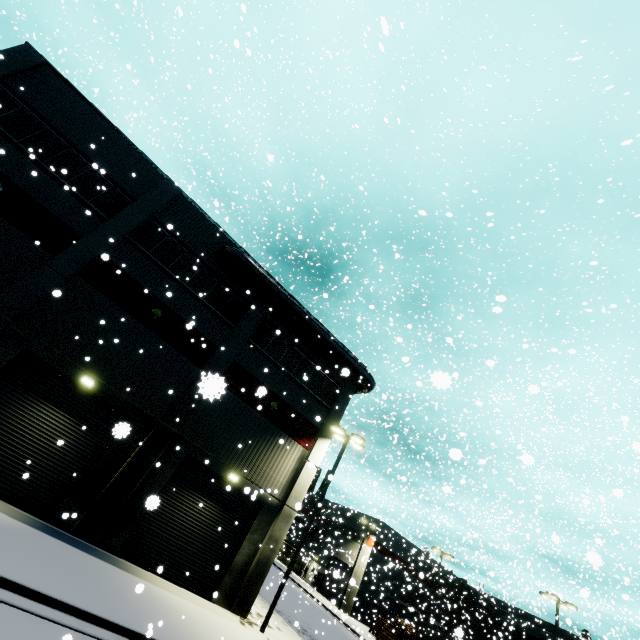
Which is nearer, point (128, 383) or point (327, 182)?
point (128, 383)

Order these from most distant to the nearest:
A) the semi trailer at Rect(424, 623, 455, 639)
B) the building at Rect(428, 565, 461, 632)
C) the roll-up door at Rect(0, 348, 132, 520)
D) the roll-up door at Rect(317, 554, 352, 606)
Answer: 1. the building at Rect(428, 565, 461, 632)
2. the semi trailer at Rect(424, 623, 455, 639)
3. the roll-up door at Rect(317, 554, 352, 606)
4. the roll-up door at Rect(0, 348, 132, 520)

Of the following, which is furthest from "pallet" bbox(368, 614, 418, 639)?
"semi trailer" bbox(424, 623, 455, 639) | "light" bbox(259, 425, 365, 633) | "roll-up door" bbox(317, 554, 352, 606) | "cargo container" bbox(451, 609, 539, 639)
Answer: "light" bbox(259, 425, 365, 633)

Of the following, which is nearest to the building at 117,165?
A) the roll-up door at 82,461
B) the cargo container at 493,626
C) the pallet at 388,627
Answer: the roll-up door at 82,461

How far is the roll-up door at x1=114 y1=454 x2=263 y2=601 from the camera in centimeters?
1395cm

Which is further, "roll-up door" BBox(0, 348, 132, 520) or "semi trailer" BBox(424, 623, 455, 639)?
"semi trailer" BBox(424, 623, 455, 639)

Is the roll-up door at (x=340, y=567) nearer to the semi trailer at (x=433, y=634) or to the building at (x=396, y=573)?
the building at (x=396, y=573)

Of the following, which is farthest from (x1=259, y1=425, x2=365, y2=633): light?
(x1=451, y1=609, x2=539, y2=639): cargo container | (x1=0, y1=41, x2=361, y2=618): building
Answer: (x1=451, y1=609, x2=539, y2=639): cargo container
